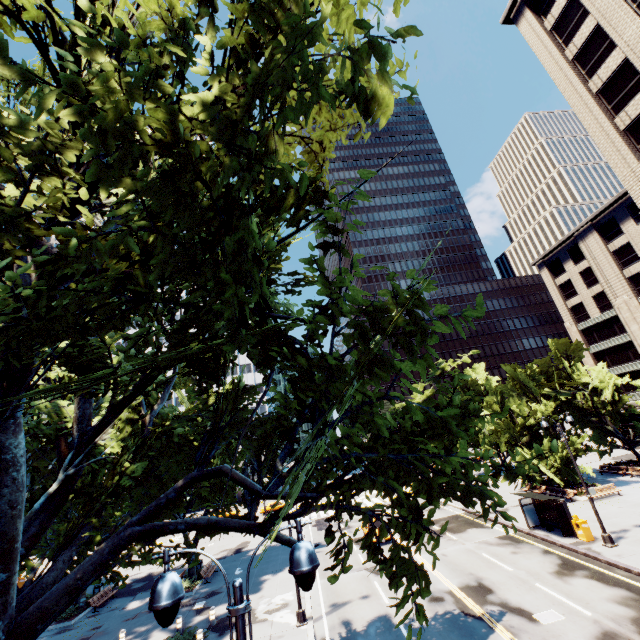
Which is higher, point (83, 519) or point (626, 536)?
point (83, 519)

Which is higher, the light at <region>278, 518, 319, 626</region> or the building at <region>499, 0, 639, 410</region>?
the building at <region>499, 0, 639, 410</region>

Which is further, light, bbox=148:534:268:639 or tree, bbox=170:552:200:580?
tree, bbox=170:552:200:580

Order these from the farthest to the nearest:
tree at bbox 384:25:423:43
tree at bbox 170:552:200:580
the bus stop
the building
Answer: the building
the bus stop
tree at bbox 170:552:200:580
tree at bbox 384:25:423:43

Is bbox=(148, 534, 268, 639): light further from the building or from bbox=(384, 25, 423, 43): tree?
the building

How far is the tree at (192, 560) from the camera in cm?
754

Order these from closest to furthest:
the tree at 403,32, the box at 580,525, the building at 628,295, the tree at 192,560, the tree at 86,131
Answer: the tree at 403,32, the tree at 86,131, the tree at 192,560, the box at 580,525, the building at 628,295

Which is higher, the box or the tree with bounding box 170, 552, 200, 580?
the tree with bounding box 170, 552, 200, 580
